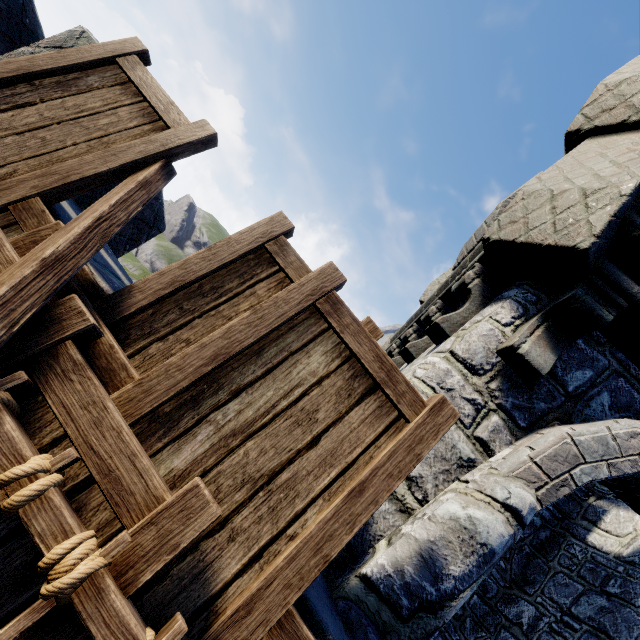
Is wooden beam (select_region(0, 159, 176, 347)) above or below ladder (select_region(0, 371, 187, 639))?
above

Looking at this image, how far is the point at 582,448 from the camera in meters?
2.1

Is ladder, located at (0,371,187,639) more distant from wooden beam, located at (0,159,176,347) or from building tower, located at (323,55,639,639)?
building tower, located at (323,55,639,639)

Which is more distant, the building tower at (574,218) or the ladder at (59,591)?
the building tower at (574,218)

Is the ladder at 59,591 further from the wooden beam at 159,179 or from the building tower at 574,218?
the building tower at 574,218

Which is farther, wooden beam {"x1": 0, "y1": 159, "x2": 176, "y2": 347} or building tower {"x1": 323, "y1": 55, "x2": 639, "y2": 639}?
building tower {"x1": 323, "y1": 55, "x2": 639, "y2": 639}
